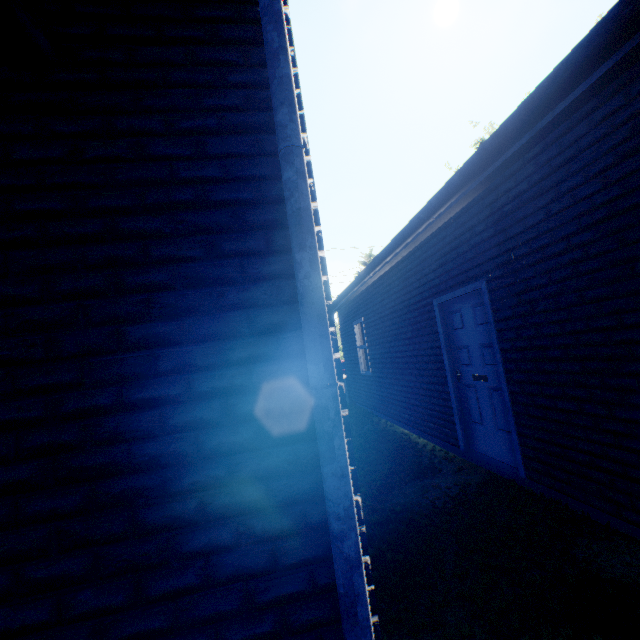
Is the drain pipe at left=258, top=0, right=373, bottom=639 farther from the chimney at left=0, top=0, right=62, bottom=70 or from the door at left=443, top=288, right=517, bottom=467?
the door at left=443, top=288, right=517, bottom=467

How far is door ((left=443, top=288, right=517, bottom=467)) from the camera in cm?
396

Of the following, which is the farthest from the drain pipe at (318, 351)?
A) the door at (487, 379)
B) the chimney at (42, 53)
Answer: the door at (487, 379)

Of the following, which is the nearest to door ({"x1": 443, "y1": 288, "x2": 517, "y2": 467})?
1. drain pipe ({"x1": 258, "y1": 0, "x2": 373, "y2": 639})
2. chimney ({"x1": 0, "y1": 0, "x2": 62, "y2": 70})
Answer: drain pipe ({"x1": 258, "y1": 0, "x2": 373, "y2": 639})

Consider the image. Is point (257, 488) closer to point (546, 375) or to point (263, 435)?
point (263, 435)

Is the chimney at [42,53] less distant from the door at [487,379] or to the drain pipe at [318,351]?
the drain pipe at [318,351]

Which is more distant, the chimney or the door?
the door
